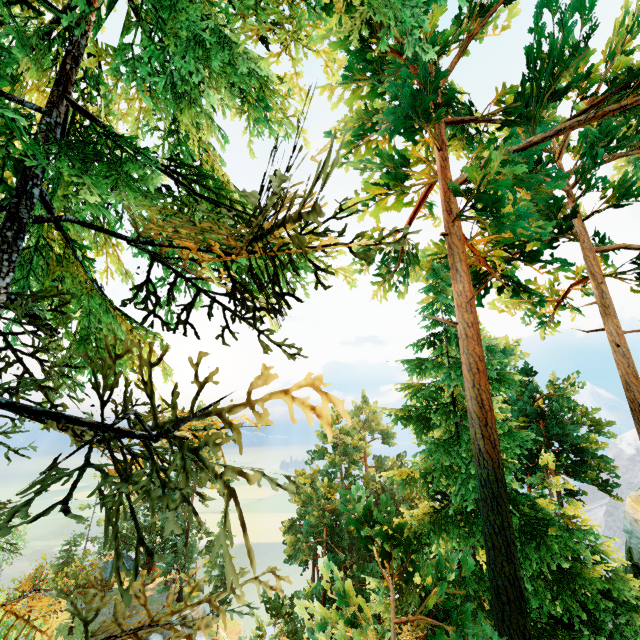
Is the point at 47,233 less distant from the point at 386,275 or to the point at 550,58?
the point at 550,58
